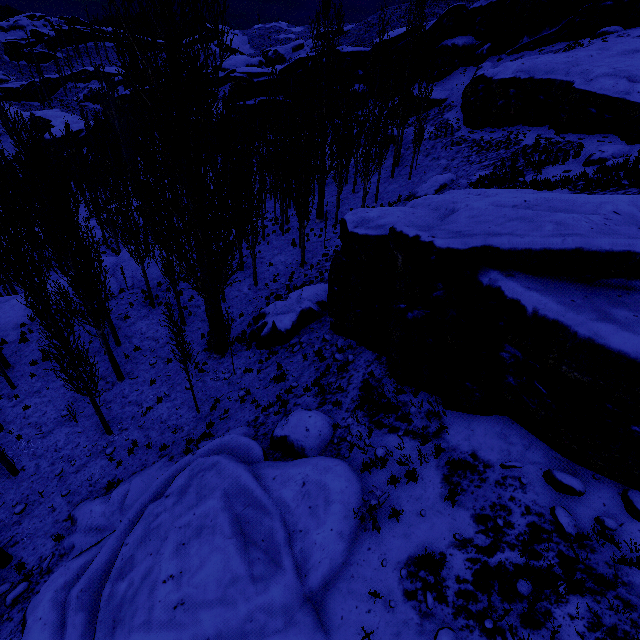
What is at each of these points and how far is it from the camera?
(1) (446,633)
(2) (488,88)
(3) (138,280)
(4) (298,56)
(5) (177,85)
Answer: (1) rock, 4.82m
(2) rock, 27.25m
(3) rock, 21.27m
(4) rock, 51.66m
(5) instancedfoliageactor, 10.09m

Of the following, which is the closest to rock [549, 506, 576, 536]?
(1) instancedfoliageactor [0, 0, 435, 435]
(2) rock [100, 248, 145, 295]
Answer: (1) instancedfoliageactor [0, 0, 435, 435]

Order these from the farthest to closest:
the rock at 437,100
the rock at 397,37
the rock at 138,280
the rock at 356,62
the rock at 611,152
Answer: the rock at 356,62, the rock at 397,37, the rock at 437,100, the rock at 138,280, the rock at 611,152

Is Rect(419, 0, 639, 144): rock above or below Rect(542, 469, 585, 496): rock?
above

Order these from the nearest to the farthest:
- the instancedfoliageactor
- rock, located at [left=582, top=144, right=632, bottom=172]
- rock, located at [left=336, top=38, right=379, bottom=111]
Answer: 1. the instancedfoliageactor
2. rock, located at [left=582, top=144, right=632, bottom=172]
3. rock, located at [left=336, top=38, right=379, bottom=111]

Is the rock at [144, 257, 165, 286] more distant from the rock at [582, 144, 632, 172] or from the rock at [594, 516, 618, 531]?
the rock at [582, 144, 632, 172]

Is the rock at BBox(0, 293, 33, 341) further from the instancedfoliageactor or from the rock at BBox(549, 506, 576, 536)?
the rock at BBox(549, 506, 576, 536)

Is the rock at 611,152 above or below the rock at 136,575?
above
